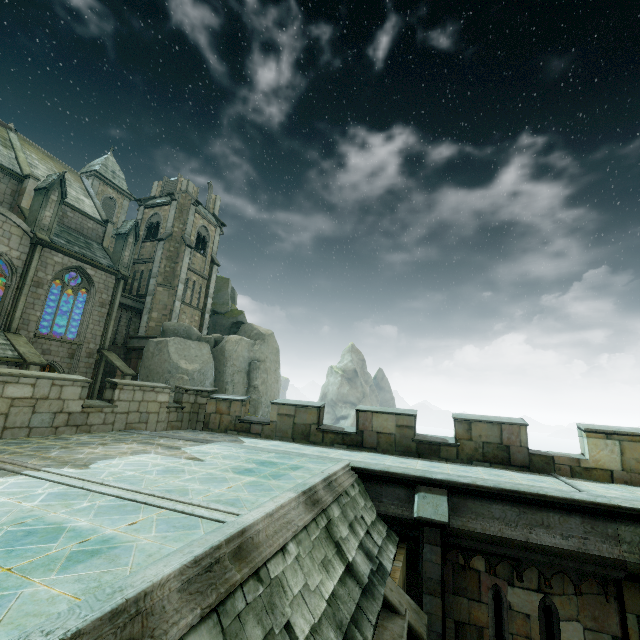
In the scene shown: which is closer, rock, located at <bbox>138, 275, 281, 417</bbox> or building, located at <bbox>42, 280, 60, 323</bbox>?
rock, located at <bbox>138, 275, 281, 417</bbox>

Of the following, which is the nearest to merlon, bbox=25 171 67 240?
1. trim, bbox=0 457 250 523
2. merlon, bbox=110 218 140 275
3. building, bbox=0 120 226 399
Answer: building, bbox=0 120 226 399

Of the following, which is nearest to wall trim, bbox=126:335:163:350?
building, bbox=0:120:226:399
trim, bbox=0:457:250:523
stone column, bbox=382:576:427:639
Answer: building, bbox=0:120:226:399

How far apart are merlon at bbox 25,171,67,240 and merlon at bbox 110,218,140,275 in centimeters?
463cm

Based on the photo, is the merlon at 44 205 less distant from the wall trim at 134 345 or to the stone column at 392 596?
the wall trim at 134 345

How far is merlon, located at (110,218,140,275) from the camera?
26.2 meters

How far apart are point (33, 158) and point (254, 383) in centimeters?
2615cm

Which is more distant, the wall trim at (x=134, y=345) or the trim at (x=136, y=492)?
the wall trim at (x=134, y=345)
